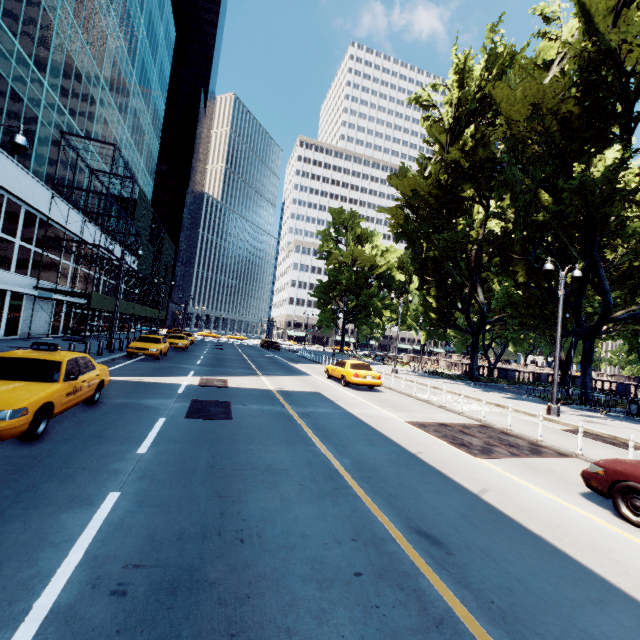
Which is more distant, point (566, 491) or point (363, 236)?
point (363, 236)

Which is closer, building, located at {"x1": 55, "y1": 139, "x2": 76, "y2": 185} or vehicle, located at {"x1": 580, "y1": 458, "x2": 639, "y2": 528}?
vehicle, located at {"x1": 580, "y1": 458, "x2": 639, "y2": 528}

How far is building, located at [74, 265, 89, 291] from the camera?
30.5 meters

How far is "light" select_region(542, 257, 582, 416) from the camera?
15.0m

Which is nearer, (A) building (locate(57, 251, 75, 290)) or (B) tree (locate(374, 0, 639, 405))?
(B) tree (locate(374, 0, 639, 405))

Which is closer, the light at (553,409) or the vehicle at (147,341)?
the light at (553,409)

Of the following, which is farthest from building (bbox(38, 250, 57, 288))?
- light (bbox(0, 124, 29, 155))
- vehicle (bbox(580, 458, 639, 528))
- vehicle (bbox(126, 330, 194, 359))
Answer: vehicle (bbox(580, 458, 639, 528))

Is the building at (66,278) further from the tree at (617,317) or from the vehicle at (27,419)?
the tree at (617,317)
